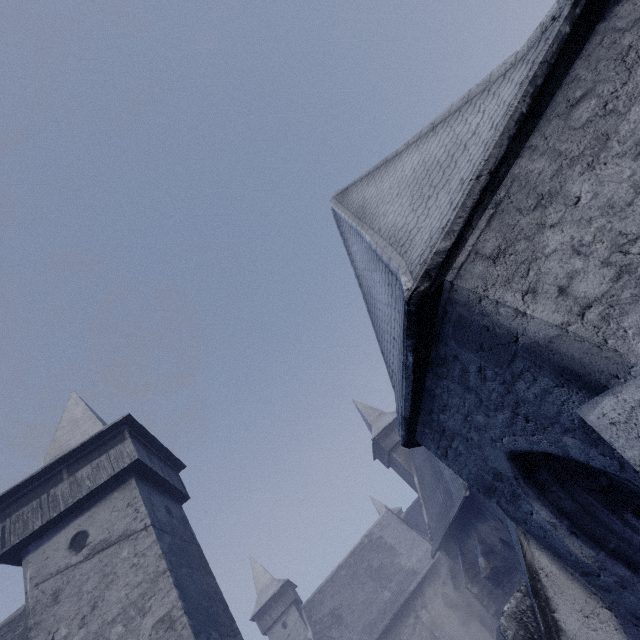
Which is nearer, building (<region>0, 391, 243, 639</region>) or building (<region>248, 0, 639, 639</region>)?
building (<region>248, 0, 639, 639</region>)

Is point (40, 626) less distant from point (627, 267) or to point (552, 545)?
point (552, 545)

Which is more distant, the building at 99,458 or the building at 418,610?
the building at 99,458
